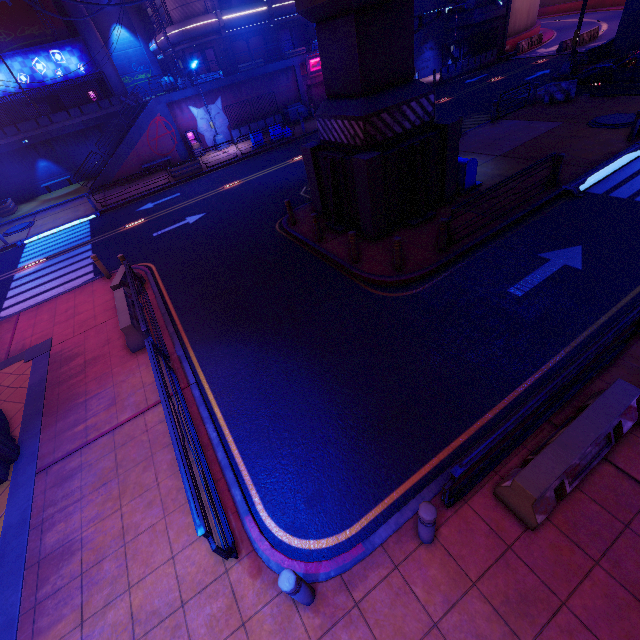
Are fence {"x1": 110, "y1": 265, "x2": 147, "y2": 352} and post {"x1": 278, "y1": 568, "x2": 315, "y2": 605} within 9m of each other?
yes

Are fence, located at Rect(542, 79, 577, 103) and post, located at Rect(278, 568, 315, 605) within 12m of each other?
no

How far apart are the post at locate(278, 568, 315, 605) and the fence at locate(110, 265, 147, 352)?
7.4m

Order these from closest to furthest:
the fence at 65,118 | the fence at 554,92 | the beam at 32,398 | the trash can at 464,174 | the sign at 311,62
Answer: the beam at 32,398 < the trash can at 464,174 < the fence at 554,92 < the fence at 65,118 < the sign at 311,62

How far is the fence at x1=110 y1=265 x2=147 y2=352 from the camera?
8.9 meters

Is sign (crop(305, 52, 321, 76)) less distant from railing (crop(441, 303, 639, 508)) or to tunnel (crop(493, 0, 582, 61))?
tunnel (crop(493, 0, 582, 61))

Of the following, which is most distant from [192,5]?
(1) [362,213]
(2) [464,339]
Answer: (2) [464,339]

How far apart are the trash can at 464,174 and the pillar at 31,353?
15.0m
